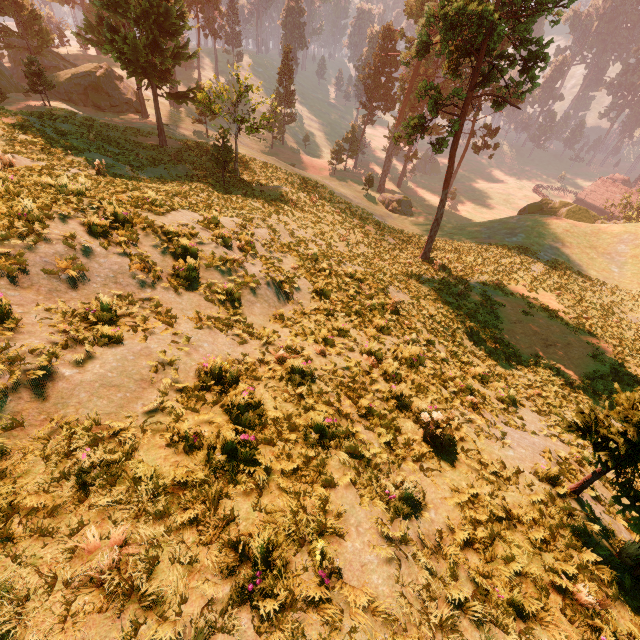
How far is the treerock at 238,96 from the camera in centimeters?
2223cm

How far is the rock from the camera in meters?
39.9 m

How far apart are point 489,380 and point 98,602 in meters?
12.4

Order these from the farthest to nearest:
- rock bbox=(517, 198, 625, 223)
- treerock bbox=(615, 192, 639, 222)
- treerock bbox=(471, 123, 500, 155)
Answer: treerock bbox=(615, 192, 639, 222) < treerock bbox=(471, 123, 500, 155) < rock bbox=(517, 198, 625, 223)

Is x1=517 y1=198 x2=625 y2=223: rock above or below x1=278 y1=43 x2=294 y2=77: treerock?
below

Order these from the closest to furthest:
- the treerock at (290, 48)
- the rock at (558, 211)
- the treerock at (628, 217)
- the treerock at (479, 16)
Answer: the treerock at (479, 16) → the rock at (558, 211) → the treerock at (628, 217) → the treerock at (290, 48)

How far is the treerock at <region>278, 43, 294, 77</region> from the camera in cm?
5743

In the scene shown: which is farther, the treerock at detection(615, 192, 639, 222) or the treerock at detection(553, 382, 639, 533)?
the treerock at detection(615, 192, 639, 222)
